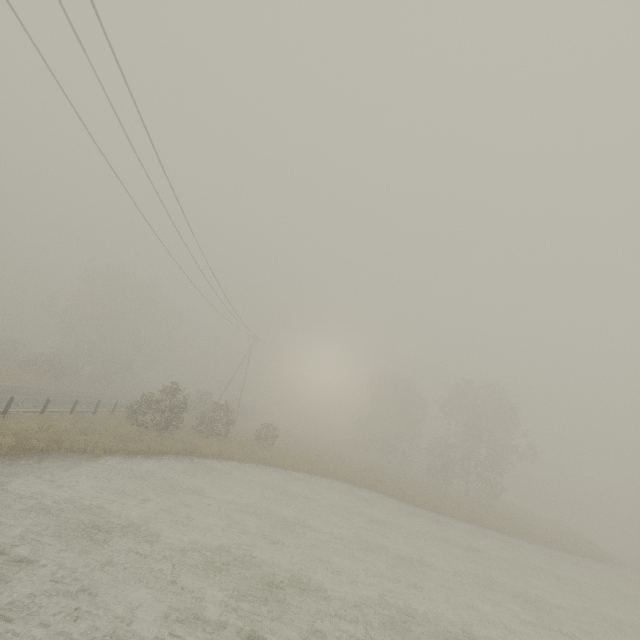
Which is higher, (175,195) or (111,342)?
(175,195)
